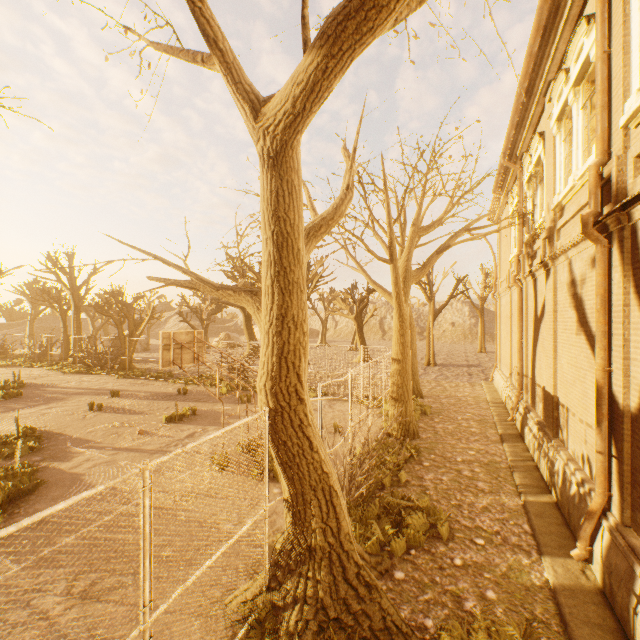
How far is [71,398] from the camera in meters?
17.5 m

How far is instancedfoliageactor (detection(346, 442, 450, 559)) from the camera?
6.0m

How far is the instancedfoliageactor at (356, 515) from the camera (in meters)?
5.97

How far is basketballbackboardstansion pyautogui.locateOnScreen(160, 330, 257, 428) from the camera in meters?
9.4 m

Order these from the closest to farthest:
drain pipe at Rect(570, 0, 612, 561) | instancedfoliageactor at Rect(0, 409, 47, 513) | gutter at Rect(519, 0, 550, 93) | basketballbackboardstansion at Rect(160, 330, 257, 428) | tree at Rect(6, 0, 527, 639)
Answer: tree at Rect(6, 0, 527, 639), drain pipe at Rect(570, 0, 612, 561), gutter at Rect(519, 0, 550, 93), instancedfoliageactor at Rect(0, 409, 47, 513), basketballbackboardstansion at Rect(160, 330, 257, 428)

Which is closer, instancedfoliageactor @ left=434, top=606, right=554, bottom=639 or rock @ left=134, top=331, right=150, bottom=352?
instancedfoliageactor @ left=434, top=606, right=554, bottom=639

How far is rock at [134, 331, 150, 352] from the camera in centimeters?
4269cm

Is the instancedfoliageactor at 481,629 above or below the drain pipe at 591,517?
below
